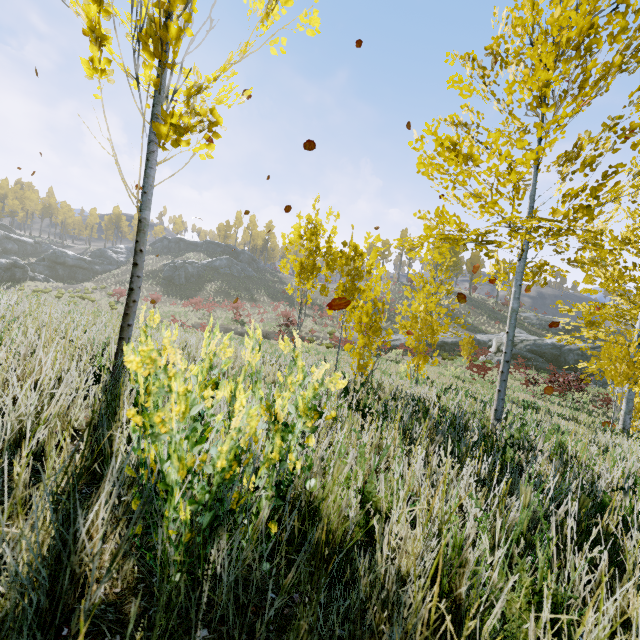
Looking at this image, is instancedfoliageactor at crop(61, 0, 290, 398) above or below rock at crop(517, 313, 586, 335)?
below

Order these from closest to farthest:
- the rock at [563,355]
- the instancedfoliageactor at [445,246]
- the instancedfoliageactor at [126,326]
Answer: the instancedfoliageactor at [126,326]
the instancedfoliageactor at [445,246]
the rock at [563,355]

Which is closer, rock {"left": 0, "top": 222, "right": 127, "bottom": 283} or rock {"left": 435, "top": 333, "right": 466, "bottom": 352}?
rock {"left": 435, "top": 333, "right": 466, "bottom": 352}

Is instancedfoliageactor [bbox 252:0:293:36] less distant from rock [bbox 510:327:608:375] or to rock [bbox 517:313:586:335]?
rock [bbox 510:327:608:375]

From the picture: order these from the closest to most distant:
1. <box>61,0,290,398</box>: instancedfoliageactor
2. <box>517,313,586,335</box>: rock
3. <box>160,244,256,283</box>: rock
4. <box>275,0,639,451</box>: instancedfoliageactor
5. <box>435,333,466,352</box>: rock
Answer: <box>61,0,290,398</box>: instancedfoliageactor → <box>275,0,639,451</box>: instancedfoliageactor → <box>435,333,466,352</box>: rock → <box>517,313,586,335</box>: rock → <box>160,244,256,283</box>: rock

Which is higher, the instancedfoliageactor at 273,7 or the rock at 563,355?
the instancedfoliageactor at 273,7

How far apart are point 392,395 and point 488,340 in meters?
34.6 m

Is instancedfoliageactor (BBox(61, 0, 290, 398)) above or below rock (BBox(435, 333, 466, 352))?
above
